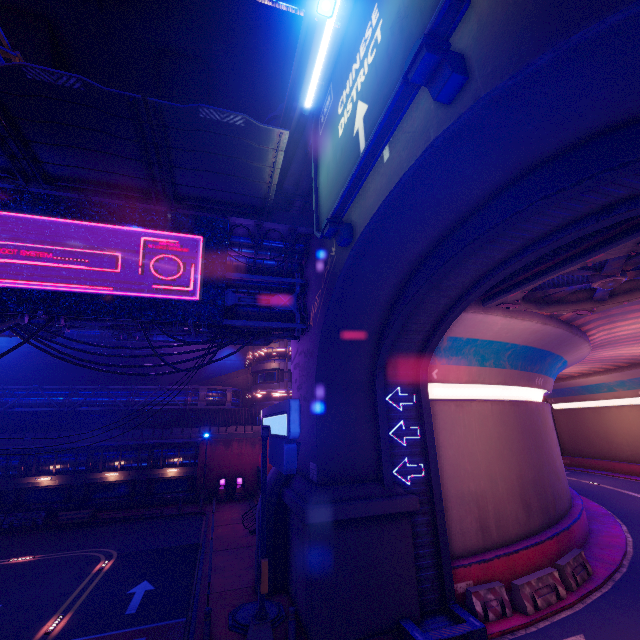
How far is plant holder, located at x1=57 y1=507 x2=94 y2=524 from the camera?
24.31m

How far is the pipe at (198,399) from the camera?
31.1 meters

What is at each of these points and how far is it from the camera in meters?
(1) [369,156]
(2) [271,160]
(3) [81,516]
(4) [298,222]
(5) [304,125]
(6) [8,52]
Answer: (1) sign, 7.6
(2) awning, 11.5
(3) plant holder, 24.7
(4) walkway, 14.4
(5) building, 18.8
(6) pipe, 16.2

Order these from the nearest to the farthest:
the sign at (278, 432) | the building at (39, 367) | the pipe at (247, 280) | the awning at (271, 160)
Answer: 1. the sign at (278, 432)
2. the awning at (271, 160)
3. the pipe at (247, 280)
4. the building at (39, 367)

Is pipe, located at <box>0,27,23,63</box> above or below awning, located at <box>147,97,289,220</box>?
above

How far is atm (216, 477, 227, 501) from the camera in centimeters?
2980cm

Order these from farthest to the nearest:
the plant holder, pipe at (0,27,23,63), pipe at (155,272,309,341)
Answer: the plant holder → pipe at (0,27,23,63) → pipe at (155,272,309,341)

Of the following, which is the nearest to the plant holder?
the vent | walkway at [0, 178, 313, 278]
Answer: walkway at [0, 178, 313, 278]
